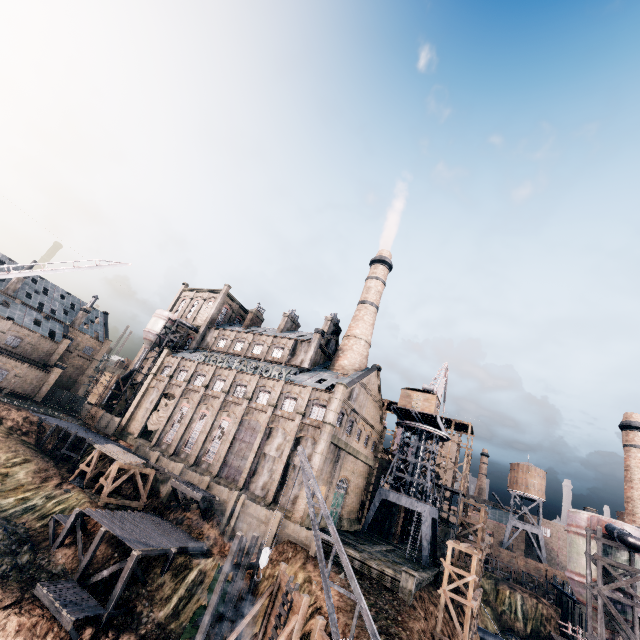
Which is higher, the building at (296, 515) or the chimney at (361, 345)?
the chimney at (361, 345)

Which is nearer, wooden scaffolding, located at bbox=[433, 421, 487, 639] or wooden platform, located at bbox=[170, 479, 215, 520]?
wooden scaffolding, located at bbox=[433, 421, 487, 639]

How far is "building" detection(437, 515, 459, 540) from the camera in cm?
5234

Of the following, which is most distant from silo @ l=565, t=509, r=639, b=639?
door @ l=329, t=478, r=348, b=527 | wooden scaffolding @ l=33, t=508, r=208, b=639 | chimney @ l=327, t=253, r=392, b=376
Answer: wooden scaffolding @ l=33, t=508, r=208, b=639

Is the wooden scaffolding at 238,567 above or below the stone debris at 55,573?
above

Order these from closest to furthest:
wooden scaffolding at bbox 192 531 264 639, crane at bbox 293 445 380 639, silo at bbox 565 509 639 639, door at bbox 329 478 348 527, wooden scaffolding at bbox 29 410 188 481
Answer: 1. crane at bbox 293 445 380 639
2. wooden scaffolding at bbox 192 531 264 639
3. silo at bbox 565 509 639 639
4. wooden scaffolding at bbox 29 410 188 481
5. door at bbox 329 478 348 527

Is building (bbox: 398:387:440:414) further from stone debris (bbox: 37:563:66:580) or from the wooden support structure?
stone debris (bbox: 37:563:66:580)

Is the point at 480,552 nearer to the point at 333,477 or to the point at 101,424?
the point at 333,477
